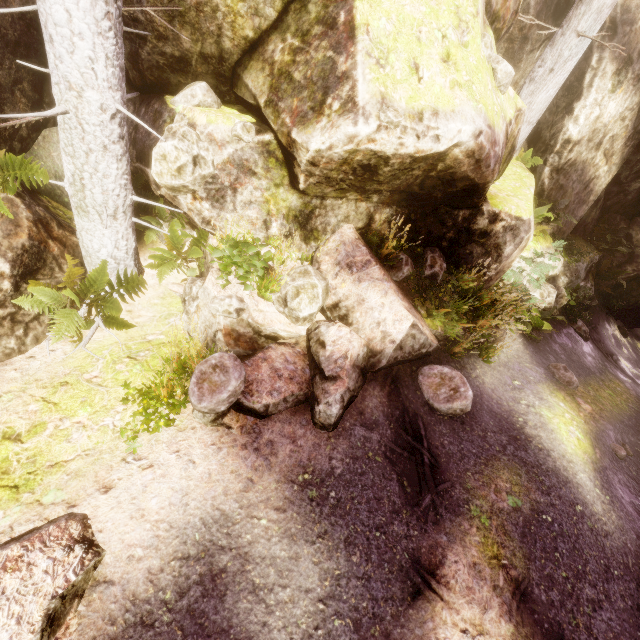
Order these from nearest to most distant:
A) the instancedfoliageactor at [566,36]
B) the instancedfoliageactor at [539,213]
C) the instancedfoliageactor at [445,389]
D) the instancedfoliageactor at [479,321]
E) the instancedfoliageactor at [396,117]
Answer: the instancedfoliageactor at [396,117]
the instancedfoliageactor at [445,389]
the instancedfoliageactor at [479,321]
the instancedfoliageactor at [566,36]
the instancedfoliageactor at [539,213]

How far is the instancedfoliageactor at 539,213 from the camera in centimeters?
895cm

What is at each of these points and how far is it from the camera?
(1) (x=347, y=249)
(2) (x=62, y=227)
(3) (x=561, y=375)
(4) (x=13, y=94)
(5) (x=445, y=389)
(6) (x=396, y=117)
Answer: (1) rock, 6.06m
(2) rock, 5.26m
(3) instancedfoliageactor, 8.32m
(4) rock, 4.97m
(5) instancedfoliageactor, 5.66m
(6) instancedfoliageactor, 4.30m

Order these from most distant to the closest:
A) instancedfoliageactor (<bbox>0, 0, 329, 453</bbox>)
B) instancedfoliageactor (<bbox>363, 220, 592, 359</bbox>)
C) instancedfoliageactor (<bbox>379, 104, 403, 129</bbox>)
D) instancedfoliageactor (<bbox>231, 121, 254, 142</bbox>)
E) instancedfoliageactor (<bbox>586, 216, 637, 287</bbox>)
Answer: instancedfoliageactor (<bbox>586, 216, 637, 287</bbox>)
instancedfoliageactor (<bbox>363, 220, 592, 359</bbox>)
instancedfoliageactor (<bbox>231, 121, 254, 142</bbox>)
instancedfoliageactor (<bbox>379, 104, 403, 129</bbox>)
instancedfoliageactor (<bbox>0, 0, 329, 453</bbox>)

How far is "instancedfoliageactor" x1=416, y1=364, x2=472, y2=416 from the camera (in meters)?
5.55

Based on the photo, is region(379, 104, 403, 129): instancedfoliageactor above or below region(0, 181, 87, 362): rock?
above

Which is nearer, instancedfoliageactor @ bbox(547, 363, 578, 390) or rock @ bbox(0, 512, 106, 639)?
rock @ bbox(0, 512, 106, 639)
